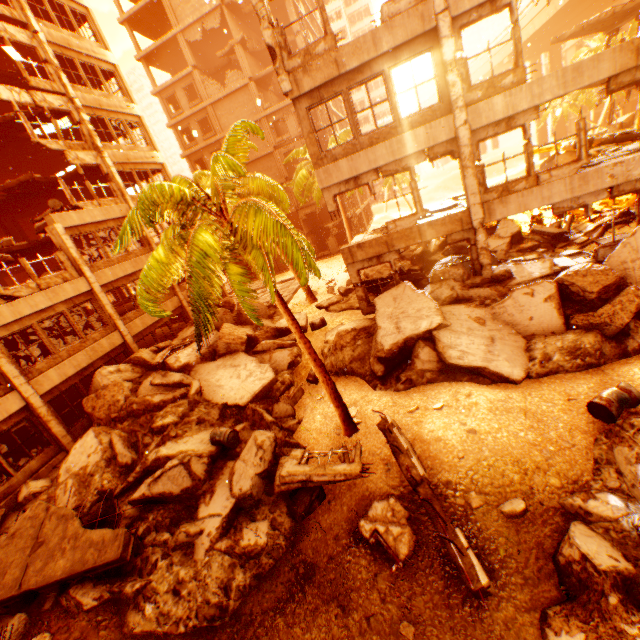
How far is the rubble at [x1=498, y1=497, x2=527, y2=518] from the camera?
5.91m

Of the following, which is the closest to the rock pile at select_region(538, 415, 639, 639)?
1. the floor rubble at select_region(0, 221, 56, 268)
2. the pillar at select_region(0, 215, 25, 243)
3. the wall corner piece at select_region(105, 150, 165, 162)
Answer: the floor rubble at select_region(0, 221, 56, 268)

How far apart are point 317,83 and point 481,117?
5.4m

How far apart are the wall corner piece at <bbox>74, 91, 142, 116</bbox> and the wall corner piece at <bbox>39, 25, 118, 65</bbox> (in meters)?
2.21

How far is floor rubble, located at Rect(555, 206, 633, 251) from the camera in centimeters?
1320cm

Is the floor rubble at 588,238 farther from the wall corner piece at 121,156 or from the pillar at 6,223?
the pillar at 6,223

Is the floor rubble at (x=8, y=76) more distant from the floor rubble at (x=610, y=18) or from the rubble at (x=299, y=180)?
the floor rubble at (x=610, y=18)

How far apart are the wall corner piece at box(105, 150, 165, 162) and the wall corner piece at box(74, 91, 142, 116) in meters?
2.2
